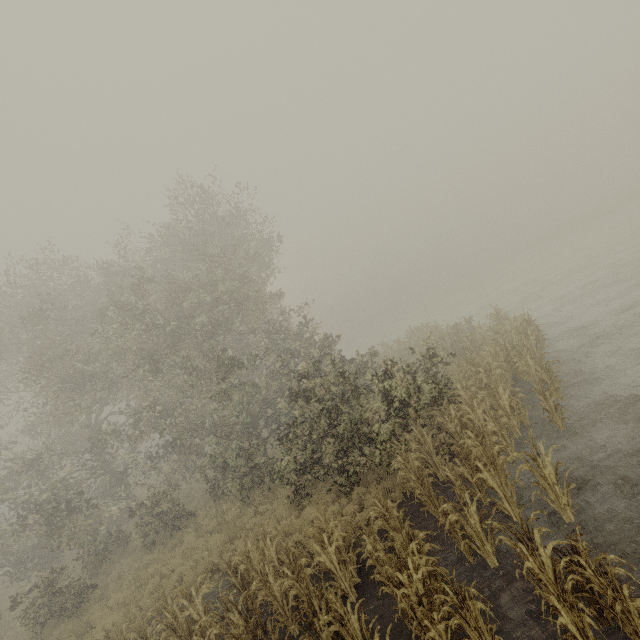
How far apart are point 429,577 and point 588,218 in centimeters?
6165cm

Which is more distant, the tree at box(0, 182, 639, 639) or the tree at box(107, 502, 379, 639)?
the tree at box(0, 182, 639, 639)

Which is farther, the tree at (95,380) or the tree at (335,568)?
the tree at (95,380)
